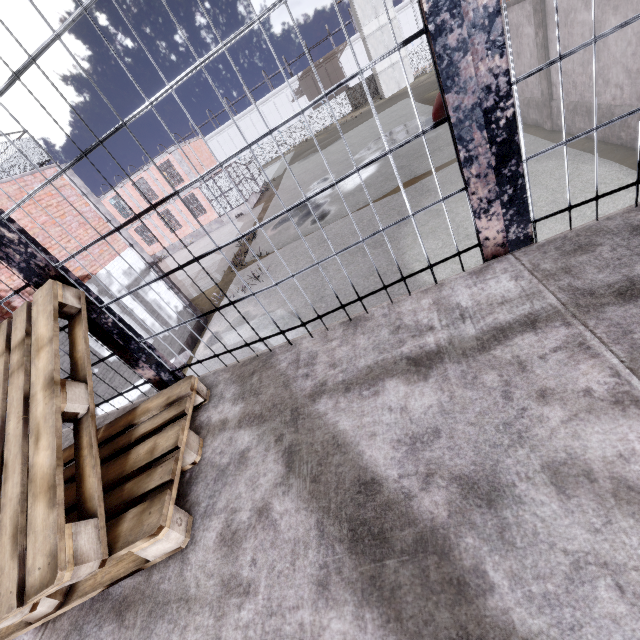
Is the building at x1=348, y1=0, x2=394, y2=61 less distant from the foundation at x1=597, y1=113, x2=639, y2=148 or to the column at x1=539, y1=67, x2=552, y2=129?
the column at x1=539, y1=67, x2=552, y2=129

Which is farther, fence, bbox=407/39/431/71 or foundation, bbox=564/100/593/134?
fence, bbox=407/39/431/71

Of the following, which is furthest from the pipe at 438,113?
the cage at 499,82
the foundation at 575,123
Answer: the cage at 499,82

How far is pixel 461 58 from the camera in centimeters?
102cm

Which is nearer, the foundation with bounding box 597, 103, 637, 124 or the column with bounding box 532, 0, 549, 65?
the foundation with bounding box 597, 103, 637, 124

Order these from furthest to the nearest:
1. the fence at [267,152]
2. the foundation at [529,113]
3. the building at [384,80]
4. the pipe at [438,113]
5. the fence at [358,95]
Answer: the fence at [267,152], the fence at [358,95], the building at [384,80], the pipe at [438,113], the foundation at [529,113]

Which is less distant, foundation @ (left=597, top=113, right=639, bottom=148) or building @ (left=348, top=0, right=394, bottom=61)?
foundation @ (left=597, top=113, right=639, bottom=148)

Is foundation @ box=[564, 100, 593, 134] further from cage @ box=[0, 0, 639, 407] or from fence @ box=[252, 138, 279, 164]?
fence @ box=[252, 138, 279, 164]
